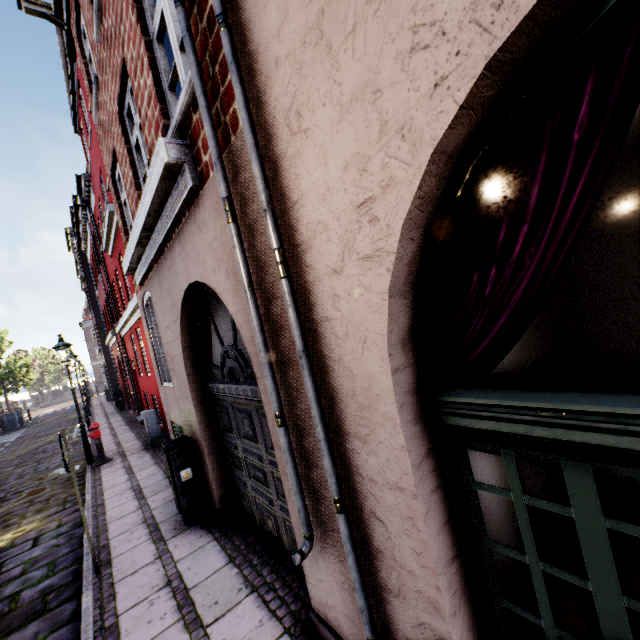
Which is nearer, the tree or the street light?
the street light

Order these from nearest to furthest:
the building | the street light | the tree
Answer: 1. the building
2. the street light
3. the tree

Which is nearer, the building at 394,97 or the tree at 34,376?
the building at 394,97

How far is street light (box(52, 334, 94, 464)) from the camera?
9.5 meters

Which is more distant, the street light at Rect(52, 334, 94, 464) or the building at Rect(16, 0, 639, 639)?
the street light at Rect(52, 334, 94, 464)

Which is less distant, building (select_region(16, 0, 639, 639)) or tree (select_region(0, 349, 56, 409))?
building (select_region(16, 0, 639, 639))

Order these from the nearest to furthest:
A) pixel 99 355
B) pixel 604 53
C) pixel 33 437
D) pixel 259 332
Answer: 1. pixel 604 53
2. pixel 259 332
3. pixel 33 437
4. pixel 99 355

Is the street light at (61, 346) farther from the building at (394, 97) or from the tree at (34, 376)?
the building at (394, 97)
